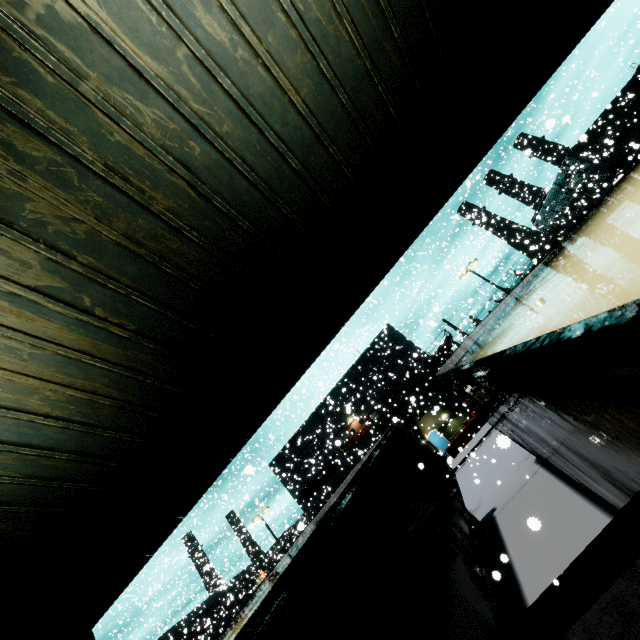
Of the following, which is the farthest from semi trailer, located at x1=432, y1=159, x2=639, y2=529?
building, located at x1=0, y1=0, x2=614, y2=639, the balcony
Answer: the balcony

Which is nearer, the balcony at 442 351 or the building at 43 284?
the building at 43 284

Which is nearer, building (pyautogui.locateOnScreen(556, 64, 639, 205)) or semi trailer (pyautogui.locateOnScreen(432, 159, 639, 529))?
semi trailer (pyautogui.locateOnScreen(432, 159, 639, 529))

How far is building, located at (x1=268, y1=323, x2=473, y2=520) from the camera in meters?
36.3

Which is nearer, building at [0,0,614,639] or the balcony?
building at [0,0,614,639]

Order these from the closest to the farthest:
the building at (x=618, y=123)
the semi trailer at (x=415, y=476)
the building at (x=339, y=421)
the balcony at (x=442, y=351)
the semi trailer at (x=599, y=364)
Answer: the semi trailer at (x=599, y=364) → the semi trailer at (x=415, y=476) → the building at (x=618, y=123) → the balcony at (x=442, y=351) → the building at (x=339, y=421)

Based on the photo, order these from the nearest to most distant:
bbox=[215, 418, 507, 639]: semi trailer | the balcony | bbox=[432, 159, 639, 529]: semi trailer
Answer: bbox=[432, 159, 639, 529]: semi trailer
bbox=[215, 418, 507, 639]: semi trailer
the balcony

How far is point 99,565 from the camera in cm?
544
